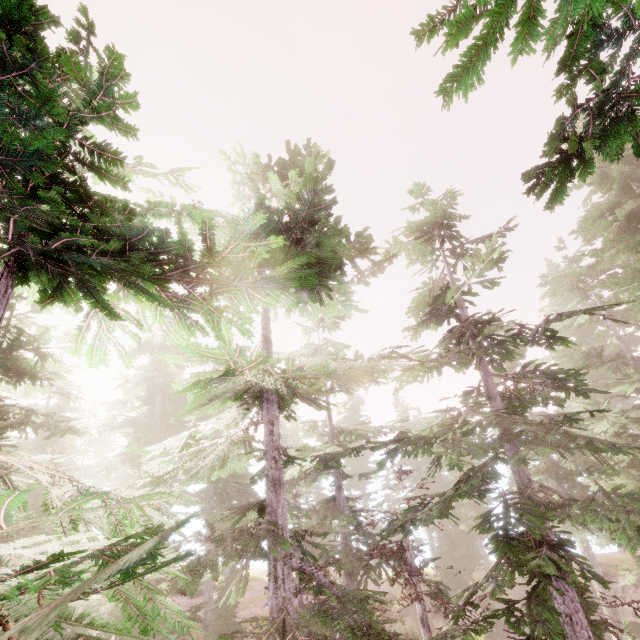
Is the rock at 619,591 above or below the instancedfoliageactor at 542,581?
below

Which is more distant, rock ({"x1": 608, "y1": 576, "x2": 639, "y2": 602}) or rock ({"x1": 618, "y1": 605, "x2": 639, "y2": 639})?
rock ({"x1": 608, "y1": 576, "x2": 639, "y2": 602})

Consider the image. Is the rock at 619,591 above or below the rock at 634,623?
above

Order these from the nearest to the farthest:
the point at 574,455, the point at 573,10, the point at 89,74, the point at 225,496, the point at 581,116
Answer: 1. the point at 573,10
2. the point at 89,74
3. the point at 581,116
4. the point at 574,455
5. the point at 225,496

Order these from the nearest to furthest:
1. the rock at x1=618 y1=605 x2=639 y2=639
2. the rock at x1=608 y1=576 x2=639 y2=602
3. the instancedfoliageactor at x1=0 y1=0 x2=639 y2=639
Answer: the instancedfoliageactor at x1=0 y1=0 x2=639 y2=639 → the rock at x1=618 y1=605 x2=639 y2=639 → the rock at x1=608 y1=576 x2=639 y2=602

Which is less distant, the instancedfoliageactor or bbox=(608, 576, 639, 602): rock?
the instancedfoliageactor

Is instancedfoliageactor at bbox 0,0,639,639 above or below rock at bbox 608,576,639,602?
above
